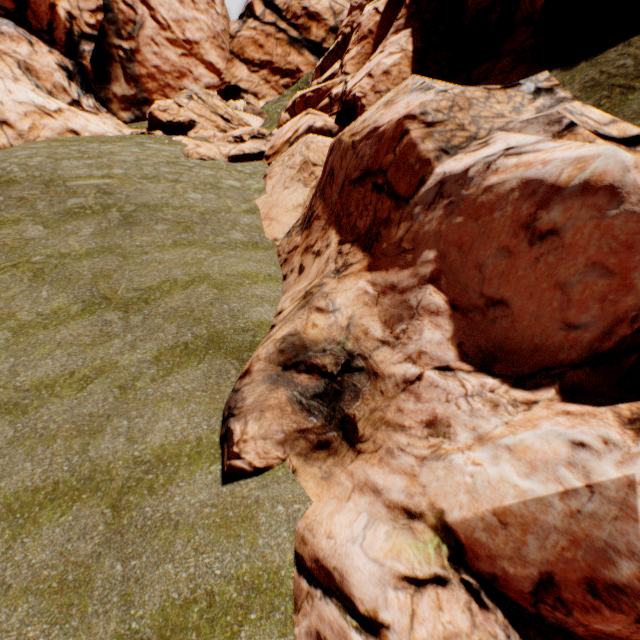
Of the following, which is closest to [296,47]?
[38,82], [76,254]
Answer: [38,82]
